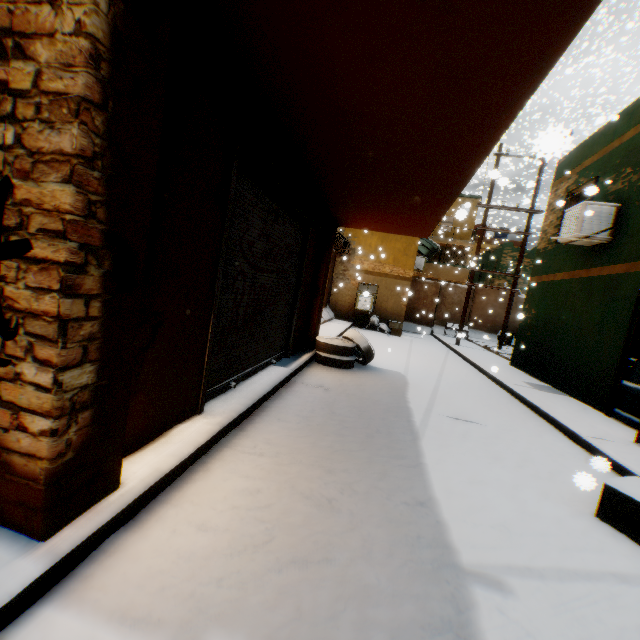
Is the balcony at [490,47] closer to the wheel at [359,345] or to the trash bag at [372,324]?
the wheel at [359,345]

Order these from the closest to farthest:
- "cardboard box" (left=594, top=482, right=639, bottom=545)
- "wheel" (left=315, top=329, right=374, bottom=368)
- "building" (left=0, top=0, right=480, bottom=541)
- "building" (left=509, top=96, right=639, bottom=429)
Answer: "building" (left=0, top=0, right=480, bottom=541) < "cardboard box" (left=594, top=482, right=639, bottom=545) < "building" (left=509, top=96, right=639, bottom=429) < "wheel" (left=315, top=329, right=374, bottom=368)

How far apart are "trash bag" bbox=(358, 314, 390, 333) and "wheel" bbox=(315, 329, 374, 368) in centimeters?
831cm

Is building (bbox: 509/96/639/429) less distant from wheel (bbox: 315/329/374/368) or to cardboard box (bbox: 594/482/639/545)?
wheel (bbox: 315/329/374/368)

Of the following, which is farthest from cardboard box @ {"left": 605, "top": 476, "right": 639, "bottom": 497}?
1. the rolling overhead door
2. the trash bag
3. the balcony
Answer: the trash bag

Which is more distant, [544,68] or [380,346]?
[380,346]

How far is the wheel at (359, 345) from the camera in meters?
7.3

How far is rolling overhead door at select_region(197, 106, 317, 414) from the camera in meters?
3.3
